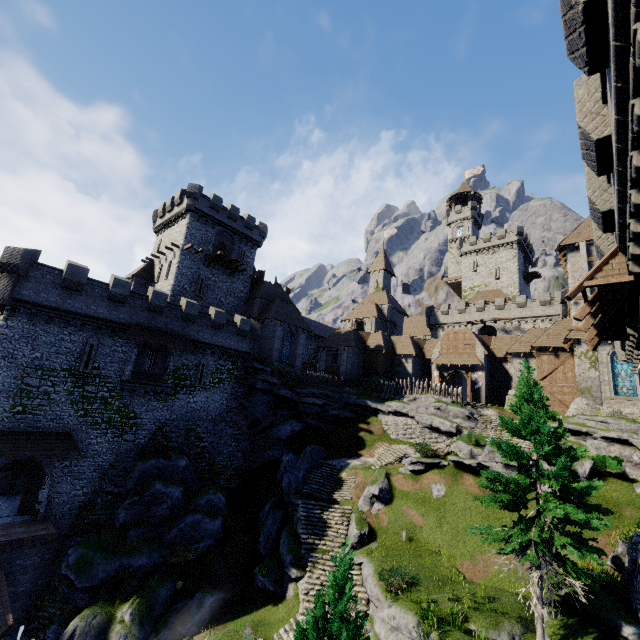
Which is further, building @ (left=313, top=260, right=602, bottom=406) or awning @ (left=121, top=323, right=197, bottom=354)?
building @ (left=313, top=260, right=602, bottom=406)

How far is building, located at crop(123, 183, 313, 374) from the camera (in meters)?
37.06

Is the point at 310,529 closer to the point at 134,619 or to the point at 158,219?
the point at 134,619

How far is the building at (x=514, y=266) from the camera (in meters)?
56.75

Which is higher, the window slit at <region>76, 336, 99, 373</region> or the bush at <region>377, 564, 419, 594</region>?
the window slit at <region>76, 336, 99, 373</region>

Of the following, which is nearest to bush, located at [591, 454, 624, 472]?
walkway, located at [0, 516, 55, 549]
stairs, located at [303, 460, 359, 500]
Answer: stairs, located at [303, 460, 359, 500]

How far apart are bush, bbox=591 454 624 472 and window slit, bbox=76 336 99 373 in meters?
36.4 m

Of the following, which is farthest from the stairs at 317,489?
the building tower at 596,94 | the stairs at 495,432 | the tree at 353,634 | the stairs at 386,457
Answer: the building tower at 596,94
